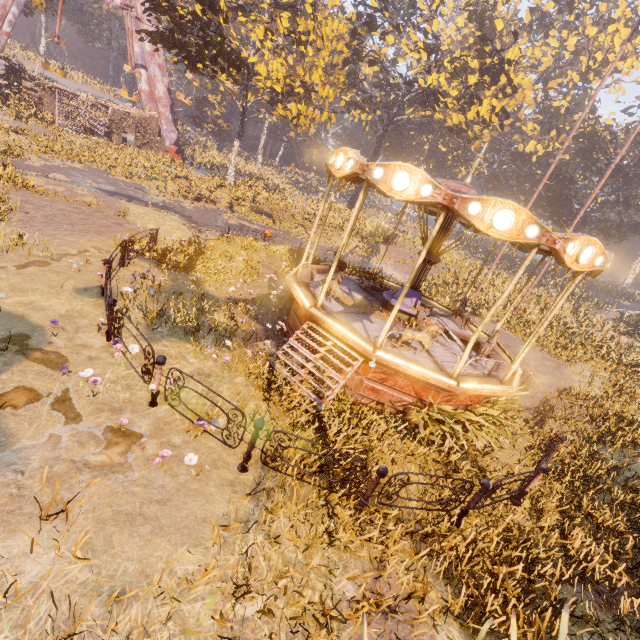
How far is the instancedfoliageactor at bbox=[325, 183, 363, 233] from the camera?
29.33m

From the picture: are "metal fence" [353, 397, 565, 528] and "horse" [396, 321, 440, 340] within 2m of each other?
no

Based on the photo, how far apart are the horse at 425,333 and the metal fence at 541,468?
3.1m

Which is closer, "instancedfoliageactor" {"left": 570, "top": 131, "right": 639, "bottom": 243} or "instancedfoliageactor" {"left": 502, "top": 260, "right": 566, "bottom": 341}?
"instancedfoliageactor" {"left": 502, "top": 260, "right": 566, "bottom": 341}

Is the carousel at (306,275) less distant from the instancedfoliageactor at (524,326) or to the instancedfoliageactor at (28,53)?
the instancedfoliageactor at (524,326)

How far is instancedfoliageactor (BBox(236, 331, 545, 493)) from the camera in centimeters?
652cm

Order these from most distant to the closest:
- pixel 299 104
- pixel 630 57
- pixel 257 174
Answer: pixel 257 174 < pixel 630 57 < pixel 299 104
